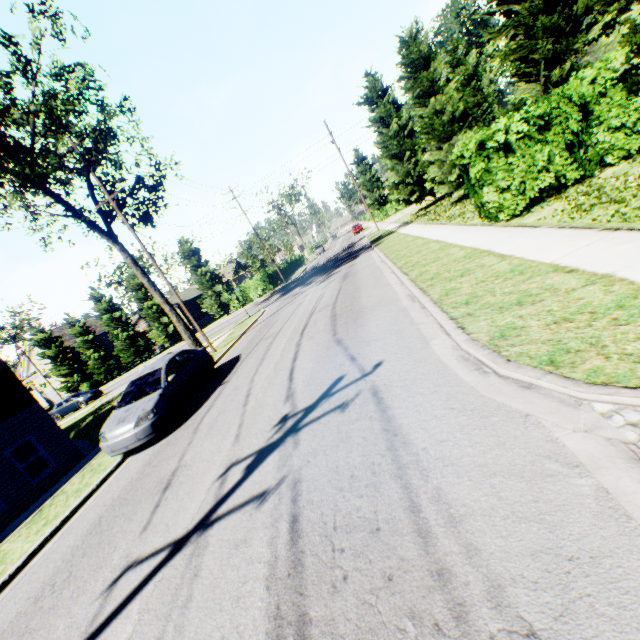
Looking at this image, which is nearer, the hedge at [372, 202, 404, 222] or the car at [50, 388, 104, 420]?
the car at [50, 388, 104, 420]

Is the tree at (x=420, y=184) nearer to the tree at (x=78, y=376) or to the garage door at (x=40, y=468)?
the tree at (x=78, y=376)

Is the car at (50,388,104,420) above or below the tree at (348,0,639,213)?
below

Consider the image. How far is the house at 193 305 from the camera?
47.59m

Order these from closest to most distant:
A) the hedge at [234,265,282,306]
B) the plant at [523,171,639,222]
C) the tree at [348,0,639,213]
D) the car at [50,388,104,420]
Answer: the plant at [523,171,639,222] → the tree at [348,0,639,213] → the car at [50,388,104,420] → the hedge at [234,265,282,306]

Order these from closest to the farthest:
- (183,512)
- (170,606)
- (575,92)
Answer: (170,606) → (183,512) → (575,92)

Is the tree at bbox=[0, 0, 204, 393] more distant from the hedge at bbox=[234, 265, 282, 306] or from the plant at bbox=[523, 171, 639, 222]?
the plant at bbox=[523, 171, 639, 222]

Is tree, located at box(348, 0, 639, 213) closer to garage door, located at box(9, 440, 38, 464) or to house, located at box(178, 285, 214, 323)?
garage door, located at box(9, 440, 38, 464)
